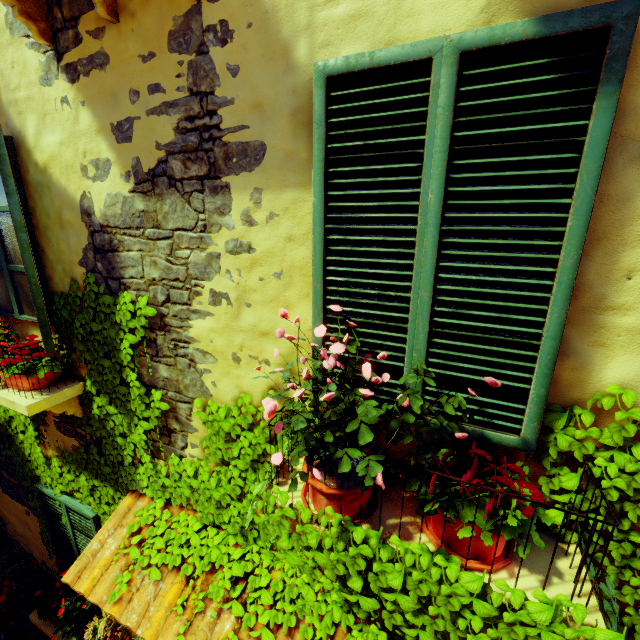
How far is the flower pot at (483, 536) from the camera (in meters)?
1.31

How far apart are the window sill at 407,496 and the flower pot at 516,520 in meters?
0.0 m

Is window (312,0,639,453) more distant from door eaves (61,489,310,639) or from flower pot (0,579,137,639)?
flower pot (0,579,137,639)

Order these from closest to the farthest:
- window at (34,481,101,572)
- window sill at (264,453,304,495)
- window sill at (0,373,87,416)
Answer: window sill at (264,453,304,495), window sill at (0,373,87,416), window at (34,481,101,572)

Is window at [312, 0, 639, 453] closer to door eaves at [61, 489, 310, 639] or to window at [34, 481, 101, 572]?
door eaves at [61, 489, 310, 639]

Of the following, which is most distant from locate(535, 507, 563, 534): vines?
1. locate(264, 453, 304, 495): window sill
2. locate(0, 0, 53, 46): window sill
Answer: locate(0, 0, 53, 46): window sill

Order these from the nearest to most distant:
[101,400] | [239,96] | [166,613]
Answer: [239,96], [166,613], [101,400]
